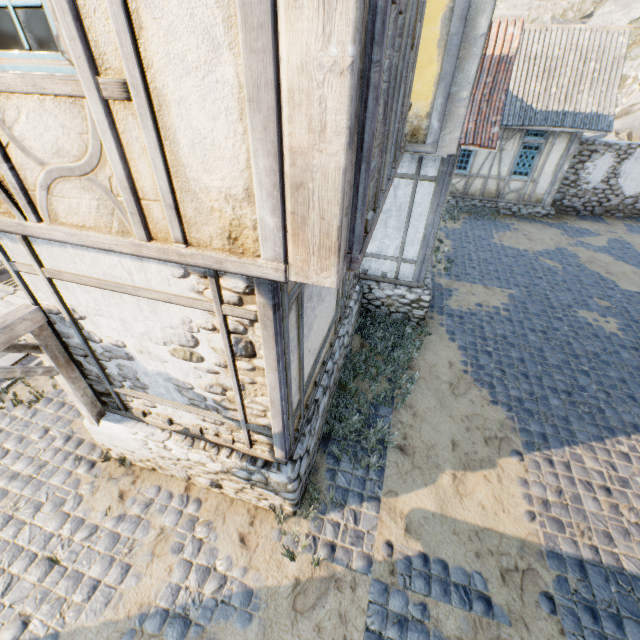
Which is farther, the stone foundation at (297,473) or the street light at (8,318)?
the stone foundation at (297,473)

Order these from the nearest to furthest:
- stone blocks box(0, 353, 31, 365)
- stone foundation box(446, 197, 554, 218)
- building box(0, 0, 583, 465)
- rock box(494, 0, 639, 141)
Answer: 1. building box(0, 0, 583, 465)
2. stone blocks box(0, 353, 31, 365)
3. stone foundation box(446, 197, 554, 218)
4. rock box(494, 0, 639, 141)

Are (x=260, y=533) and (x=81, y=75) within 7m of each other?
yes

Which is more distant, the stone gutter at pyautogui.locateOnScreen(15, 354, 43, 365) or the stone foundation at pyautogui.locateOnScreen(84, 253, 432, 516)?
the stone gutter at pyautogui.locateOnScreen(15, 354, 43, 365)

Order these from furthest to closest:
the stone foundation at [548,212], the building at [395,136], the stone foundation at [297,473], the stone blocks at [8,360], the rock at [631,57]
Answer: the rock at [631,57] < the stone foundation at [548,212] < the stone blocks at [8,360] < the stone foundation at [297,473] < the building at [395,136]

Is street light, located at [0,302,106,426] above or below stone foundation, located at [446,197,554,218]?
above

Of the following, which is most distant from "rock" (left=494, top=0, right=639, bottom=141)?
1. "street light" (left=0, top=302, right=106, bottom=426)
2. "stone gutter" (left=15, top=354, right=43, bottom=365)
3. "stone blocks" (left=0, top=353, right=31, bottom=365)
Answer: "stone gutter" (left=15, top=354, right=43, bottom=365)

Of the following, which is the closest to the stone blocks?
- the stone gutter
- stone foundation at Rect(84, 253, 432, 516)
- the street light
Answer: the stone gutter
